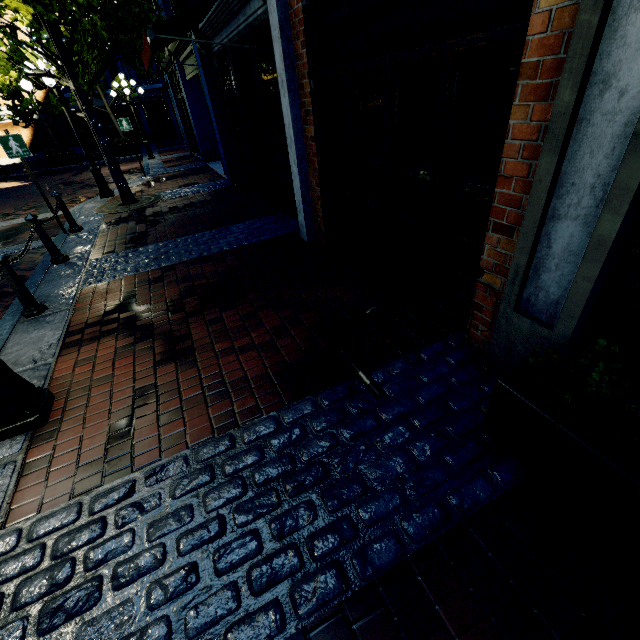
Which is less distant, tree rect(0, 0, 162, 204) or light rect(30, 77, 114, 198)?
tree rect(0, 0, 162, 204)

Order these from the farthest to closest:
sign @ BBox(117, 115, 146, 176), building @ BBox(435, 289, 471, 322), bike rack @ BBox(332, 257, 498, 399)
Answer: sign @ BBox(117, 115, 146, 176) → building @ BBox(435, 289, 471, 322) → bike rack @ BBox(332, 257, 498, 399)

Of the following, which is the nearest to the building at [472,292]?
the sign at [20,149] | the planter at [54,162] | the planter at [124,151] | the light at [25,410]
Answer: the light at [25,410]

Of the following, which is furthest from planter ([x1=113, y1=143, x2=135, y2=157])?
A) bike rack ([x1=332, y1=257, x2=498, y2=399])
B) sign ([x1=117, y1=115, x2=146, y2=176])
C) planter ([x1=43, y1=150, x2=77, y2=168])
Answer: bike rack ([x1=332, y1=257, x2=498, y2=399])

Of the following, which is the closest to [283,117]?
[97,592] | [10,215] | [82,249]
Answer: [82,249]

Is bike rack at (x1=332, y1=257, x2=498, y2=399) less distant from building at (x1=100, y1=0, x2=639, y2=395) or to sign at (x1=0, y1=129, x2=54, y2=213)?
building at (x1=100, y1=0, x2=639, y2=395)

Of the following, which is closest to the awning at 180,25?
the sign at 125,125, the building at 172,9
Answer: the building at 172,9

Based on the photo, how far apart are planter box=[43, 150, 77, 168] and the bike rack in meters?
22.9
